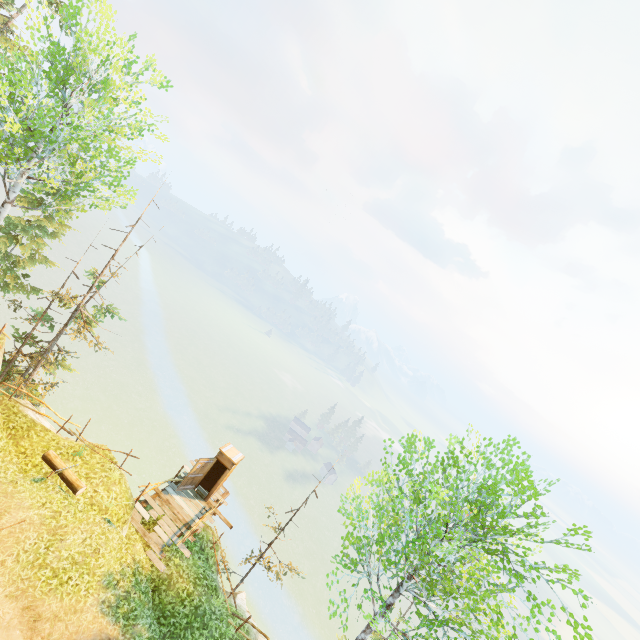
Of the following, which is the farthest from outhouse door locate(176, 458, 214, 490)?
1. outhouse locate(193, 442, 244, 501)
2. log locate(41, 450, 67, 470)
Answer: log locate(41, 450, 67, 470)

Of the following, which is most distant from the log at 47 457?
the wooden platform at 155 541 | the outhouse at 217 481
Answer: the outhouse at 217 481

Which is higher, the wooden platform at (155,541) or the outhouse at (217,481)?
the outhouse at (217,481)

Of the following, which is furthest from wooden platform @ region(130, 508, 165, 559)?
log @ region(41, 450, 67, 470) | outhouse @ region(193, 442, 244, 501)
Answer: log @ region(41, 450, 67, 470)

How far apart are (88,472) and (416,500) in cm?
1320

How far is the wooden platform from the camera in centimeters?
1315cm

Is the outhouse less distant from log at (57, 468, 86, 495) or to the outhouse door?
the outhouse door
